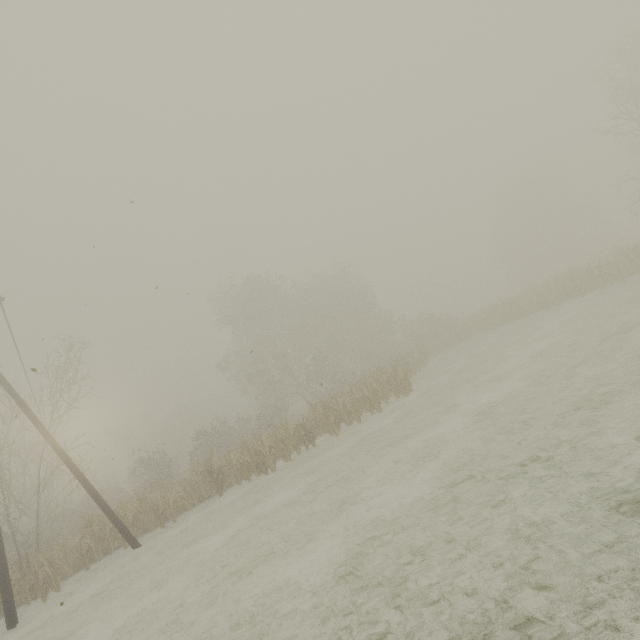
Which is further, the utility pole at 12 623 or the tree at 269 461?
the tree at 269 461

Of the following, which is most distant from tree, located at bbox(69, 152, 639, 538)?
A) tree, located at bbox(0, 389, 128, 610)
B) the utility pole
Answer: the utility pole

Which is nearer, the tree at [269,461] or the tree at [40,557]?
the tree at [40,557]

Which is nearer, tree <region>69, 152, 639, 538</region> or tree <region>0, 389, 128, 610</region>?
tree <region>0, 389, 128, 610</region>

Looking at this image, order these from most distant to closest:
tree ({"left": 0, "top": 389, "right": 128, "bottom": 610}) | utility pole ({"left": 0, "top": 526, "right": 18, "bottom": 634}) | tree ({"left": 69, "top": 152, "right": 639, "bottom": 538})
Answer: tree ({"left": 69, "top": 152, "right": 639, "bottom": 538}), tree ({"left": 0, "top": 389, "right": 128, "bottom": 610}), utility pole ({"left": 0, "top": 526, "right": 18, "bottom": 634})

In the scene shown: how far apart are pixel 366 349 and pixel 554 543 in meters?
35.2

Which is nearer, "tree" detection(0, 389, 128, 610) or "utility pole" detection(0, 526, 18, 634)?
"utility pole" detection(0, 526, 18, 634)

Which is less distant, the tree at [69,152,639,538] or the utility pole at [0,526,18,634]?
the utility pole at [0,526,18,634]
